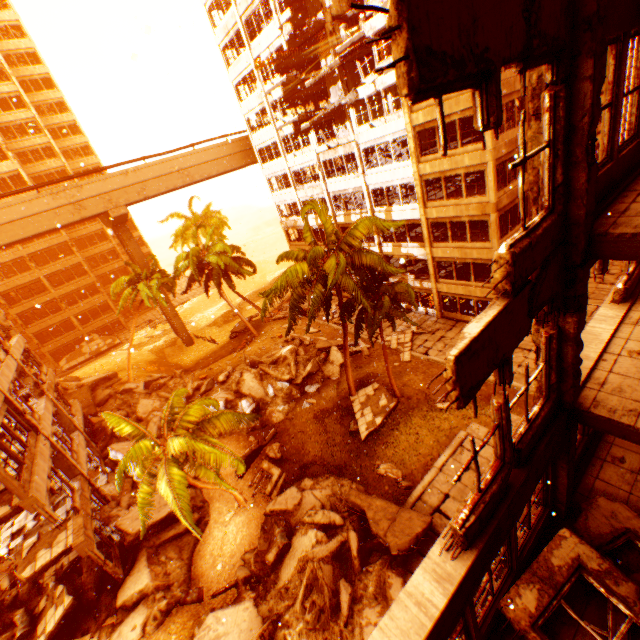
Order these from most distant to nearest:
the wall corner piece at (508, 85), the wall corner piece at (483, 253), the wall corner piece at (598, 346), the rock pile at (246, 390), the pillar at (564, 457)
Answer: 1. the rock pile at (246, 390)
2. the wall corner piece at (483, 253)
3. the wall corner piece at (508, 85)
4. the wall corner piece at (598, 346)
5. the pillar at (564, 457)

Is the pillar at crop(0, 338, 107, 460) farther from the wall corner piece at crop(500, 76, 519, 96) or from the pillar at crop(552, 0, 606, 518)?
the wall corner piece at crop(500, 76, 519, 96)

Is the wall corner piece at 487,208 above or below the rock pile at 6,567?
above

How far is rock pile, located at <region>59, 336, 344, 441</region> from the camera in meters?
23.1

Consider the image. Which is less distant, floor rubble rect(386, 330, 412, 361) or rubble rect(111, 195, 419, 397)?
rubble rect(111, 195, 419, 397)

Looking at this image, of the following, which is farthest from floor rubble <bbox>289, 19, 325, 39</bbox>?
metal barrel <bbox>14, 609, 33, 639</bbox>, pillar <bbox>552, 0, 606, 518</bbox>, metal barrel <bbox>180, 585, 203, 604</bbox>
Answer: metal barrel <bbox>14, 609, 33, 639</bbox>

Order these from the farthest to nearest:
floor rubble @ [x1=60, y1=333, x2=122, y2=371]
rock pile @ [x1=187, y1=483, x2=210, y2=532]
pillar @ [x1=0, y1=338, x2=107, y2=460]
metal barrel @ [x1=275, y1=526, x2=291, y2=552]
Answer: floor rubble @ [x1=60, y1=333, x2=122, y2=371] < pillar @ [x1=0, y1=338, x2=107, y2=460] < rock pile @ [x1=187, y1=483, x2=210, y2=532] < metal barrel @ [x1=275, y1=526, x2=291, y2=552]

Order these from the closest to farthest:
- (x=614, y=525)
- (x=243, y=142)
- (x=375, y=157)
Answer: (x=614, y=525) → (x=375, y=157) → (x=243, y=142)
